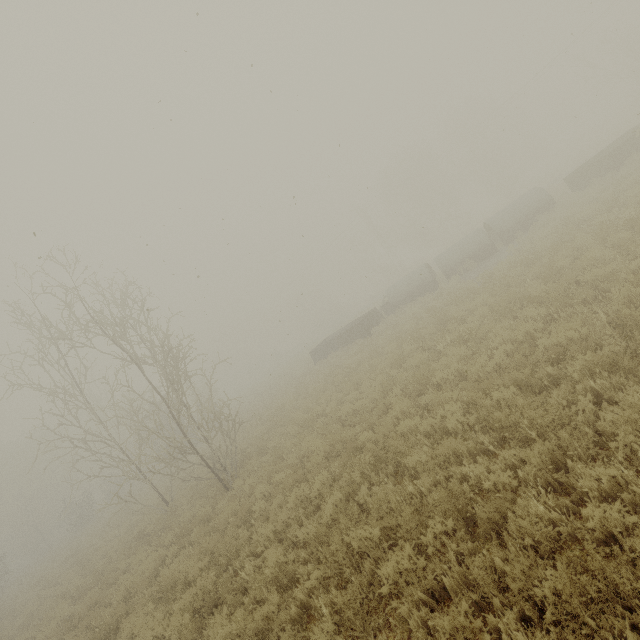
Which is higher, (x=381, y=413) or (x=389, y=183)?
(x=389, y=183)

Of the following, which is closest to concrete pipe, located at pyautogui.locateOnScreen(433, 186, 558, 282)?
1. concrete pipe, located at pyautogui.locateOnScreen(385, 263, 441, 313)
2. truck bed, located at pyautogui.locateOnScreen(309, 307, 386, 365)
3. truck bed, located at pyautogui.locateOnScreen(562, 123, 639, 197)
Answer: concrete pipe, located at pyautogui.locateOnScreen(385, 263, 441, 313)

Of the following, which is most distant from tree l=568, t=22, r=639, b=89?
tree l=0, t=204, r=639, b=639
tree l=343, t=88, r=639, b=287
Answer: tree l=0, t=204, r=639, b=639

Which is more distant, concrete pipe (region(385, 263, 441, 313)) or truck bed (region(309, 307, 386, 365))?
concrete pipe (region(385, 263, 441, 313))

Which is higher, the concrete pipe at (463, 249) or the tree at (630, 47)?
the tree at (630, 47)

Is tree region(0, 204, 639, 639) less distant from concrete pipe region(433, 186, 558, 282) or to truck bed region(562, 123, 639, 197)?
concrete pipe region(433, 186, 558, 282)

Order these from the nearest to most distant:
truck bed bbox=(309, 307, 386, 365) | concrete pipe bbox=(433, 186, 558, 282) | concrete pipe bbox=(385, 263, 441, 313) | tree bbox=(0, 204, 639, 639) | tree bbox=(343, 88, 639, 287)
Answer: tree bbox=(0, 204, 639, 639)
concrete pipe bbox=(433, 186, 558, 282)
truck bed bbox=(309, 307, 386, 365)
concrete pipe bbox=(385, 263, 441, 313)
tree bbox=(343, 88, 639, 287)

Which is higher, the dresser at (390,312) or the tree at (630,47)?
the tree at (630,47)
